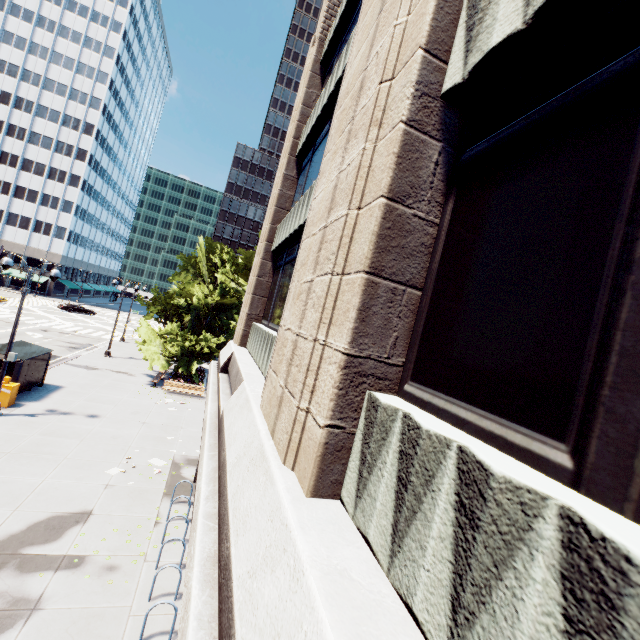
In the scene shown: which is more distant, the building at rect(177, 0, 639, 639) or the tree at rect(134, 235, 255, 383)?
the tree at rect(134, 235, 255, 383)

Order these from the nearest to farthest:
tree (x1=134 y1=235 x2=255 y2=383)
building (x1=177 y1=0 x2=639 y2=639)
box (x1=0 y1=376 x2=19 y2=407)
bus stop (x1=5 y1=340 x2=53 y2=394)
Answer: building (x1=177 y1=0 x2=639 y2=639) → box (x1=0 y1=376 x2=19 y2=407) → bus stop (x1=5 y1=340 x2=53 y2=394) → tree (x1=134 y1=235 x2=255 y2=383)

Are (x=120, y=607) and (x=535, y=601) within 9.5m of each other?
no

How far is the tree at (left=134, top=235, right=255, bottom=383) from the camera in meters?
25.6

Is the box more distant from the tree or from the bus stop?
the tree

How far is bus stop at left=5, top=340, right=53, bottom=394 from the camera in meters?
16.5 m

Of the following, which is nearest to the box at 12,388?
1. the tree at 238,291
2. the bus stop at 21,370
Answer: the bus stop at 21,370

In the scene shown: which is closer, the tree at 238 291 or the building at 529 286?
the building at 529 286
